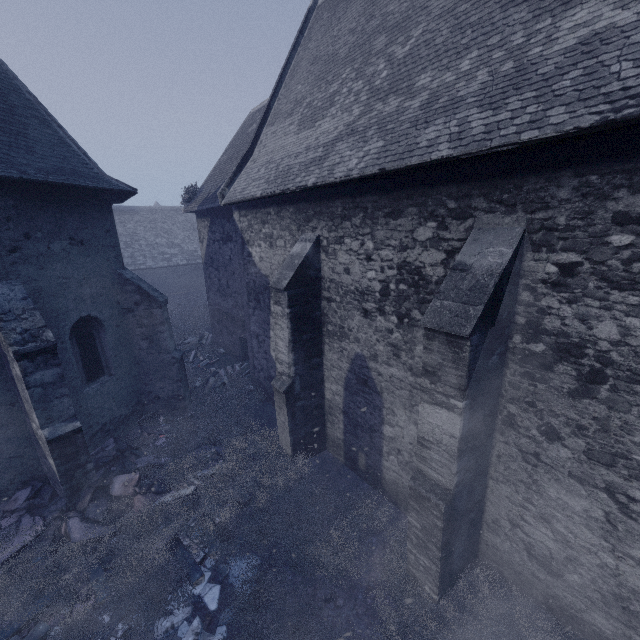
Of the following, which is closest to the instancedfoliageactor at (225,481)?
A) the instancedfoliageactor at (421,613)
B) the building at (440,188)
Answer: the building at (440,188)

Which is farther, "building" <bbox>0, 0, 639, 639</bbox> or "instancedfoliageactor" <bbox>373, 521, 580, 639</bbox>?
"instancedfoliageactor" <bbox>373, 521, 580, 639</bbox>

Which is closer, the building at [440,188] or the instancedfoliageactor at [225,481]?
the building at [440,188]

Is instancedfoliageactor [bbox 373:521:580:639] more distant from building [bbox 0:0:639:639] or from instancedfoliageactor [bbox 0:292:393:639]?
instancedfoliageactor [bbox 0:292:393:639]

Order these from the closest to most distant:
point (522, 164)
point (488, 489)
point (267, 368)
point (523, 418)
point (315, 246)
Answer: point (522, 164) < point (523, 418) < point (488, 489) < point (315, 246) < point (267, 368)

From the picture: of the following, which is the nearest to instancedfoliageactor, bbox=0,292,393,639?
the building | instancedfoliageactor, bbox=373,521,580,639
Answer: the building

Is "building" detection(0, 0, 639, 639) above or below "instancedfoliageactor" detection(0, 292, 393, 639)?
above
